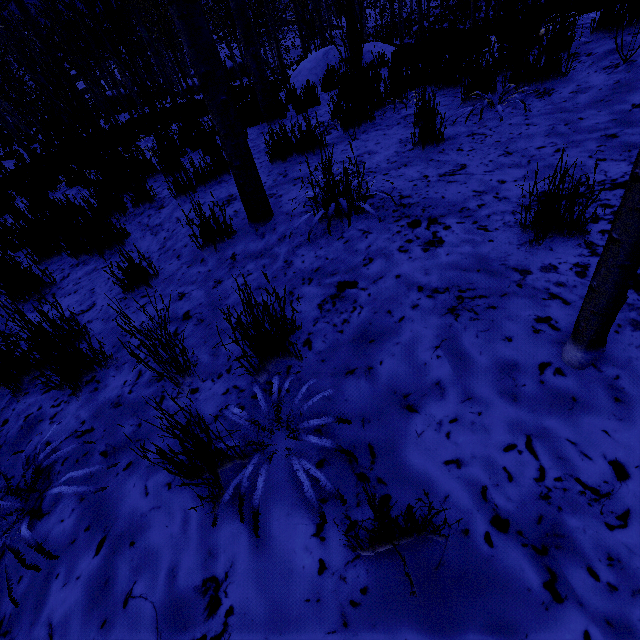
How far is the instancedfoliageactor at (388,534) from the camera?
0.8m

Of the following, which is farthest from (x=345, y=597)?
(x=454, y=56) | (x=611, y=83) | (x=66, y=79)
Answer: (x=66, y=79)

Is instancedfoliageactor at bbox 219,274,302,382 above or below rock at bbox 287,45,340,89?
below

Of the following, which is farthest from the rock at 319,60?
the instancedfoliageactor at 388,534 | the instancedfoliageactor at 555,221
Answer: the instancedfoliageactor at 388,534

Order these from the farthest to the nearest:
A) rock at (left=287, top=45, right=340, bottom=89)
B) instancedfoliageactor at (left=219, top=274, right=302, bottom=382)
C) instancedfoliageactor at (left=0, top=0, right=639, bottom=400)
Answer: rock at (left=287, top=45, right=340, bottom=89) → instancedfoliageactor at (left=0, top=0, right=639, bottom=400) → instancedfoliageactor at (left=219, top=274, right=302, bottom=382)

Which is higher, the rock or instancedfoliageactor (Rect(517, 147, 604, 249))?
the rock

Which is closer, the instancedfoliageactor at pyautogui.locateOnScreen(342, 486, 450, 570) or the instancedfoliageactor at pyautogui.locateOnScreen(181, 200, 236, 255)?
the instancedfoliageactor at pyautogui.locateOnScreen(342, 486, 450, 570)

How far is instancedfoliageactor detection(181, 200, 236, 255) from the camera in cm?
238
